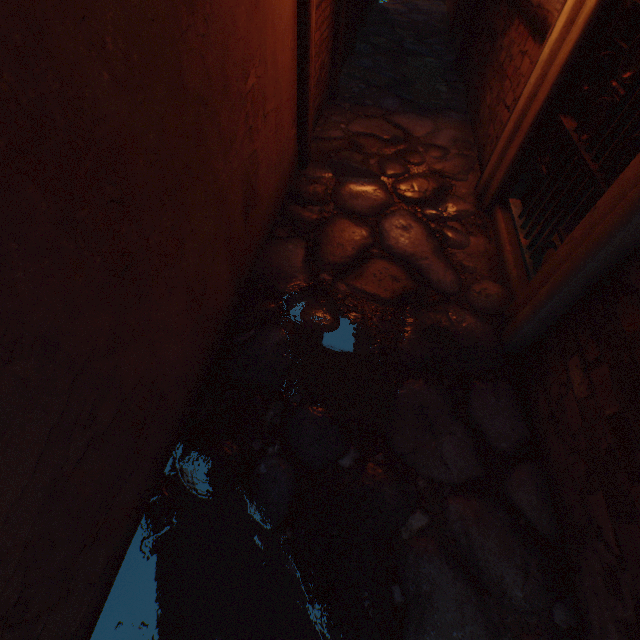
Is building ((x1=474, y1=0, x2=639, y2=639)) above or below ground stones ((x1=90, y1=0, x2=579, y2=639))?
above

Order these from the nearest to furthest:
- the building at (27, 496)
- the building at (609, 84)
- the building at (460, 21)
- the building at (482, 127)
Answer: the building at (27, 496)
the building at (609, 84)
the building at (482, 127)
the building at (460, 21)

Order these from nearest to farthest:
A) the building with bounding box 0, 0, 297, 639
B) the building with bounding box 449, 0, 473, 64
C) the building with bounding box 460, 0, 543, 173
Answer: the building with bounding box 0, 0, 297, 639 < the building with bounding box 460, 0, 543, 173 < the building with bounding box 449, 0, 473, 64

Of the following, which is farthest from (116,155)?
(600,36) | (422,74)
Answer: (422,74)

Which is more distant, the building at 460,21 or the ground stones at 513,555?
the building at 460,21

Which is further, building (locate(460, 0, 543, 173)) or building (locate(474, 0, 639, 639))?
building (locate(460, 0, 543, 173))
